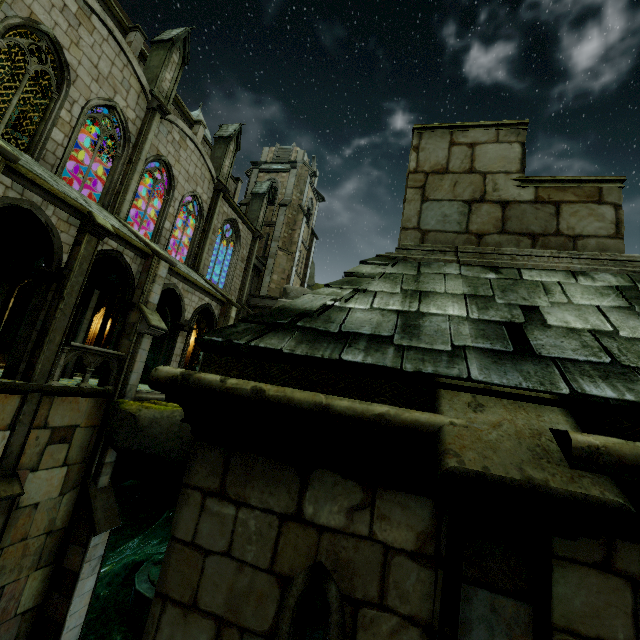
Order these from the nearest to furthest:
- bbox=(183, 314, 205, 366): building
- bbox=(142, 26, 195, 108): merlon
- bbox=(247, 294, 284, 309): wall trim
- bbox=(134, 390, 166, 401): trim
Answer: bbox=(134, 390, 166, 401): trim < bbox=(142, 26, 195, 108): merlon < bbox=(183, 314, 205, 366): building < bbox=(247, 294, 284, 309): wall trim

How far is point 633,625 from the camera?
1.43m

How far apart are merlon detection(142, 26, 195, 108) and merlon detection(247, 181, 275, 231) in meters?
10.6

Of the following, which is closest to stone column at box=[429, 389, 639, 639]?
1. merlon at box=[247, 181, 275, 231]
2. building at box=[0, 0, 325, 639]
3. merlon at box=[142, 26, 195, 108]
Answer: building at box=[0, 0, 325, 639]

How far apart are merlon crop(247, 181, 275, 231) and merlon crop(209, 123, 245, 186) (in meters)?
4.63

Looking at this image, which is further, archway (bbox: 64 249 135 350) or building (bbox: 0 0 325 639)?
archway (bbox: 64 249 135 350)

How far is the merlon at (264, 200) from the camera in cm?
2680

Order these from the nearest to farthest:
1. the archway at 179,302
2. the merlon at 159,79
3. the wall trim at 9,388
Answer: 1. the wall trim at 9,388
2. the archway at 179,302
3. the merlon at 159,79
